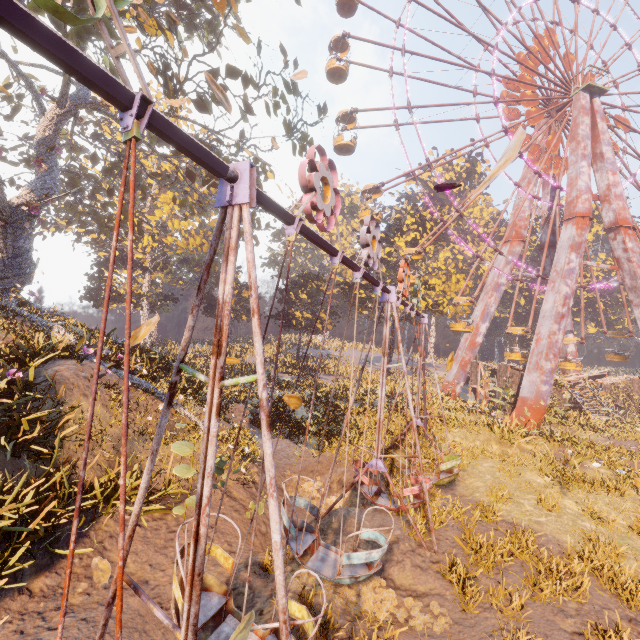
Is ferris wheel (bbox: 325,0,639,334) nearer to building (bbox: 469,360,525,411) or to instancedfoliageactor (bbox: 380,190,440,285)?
building (bbox: 469,360,525,411)

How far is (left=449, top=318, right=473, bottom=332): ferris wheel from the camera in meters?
24.1

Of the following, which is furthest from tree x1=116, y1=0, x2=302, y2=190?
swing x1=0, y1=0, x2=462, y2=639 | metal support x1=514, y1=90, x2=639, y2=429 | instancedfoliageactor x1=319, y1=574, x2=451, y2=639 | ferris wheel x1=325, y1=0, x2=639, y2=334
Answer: metal support x1=514, y1=90, x2=639, y2=429

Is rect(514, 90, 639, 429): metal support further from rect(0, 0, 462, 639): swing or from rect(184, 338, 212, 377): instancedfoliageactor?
rect(184, 338, 212, 377): instancedfoliageactor

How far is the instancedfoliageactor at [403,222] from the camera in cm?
3334

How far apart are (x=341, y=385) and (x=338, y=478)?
18.8 meters

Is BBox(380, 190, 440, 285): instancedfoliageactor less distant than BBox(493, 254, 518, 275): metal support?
No

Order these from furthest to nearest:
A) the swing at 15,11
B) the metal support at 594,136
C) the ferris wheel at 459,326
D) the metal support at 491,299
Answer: the metal support at 491,299 < the ferris wheel at 459,326 < the metal support at 594,136 < the swing at 15,11
